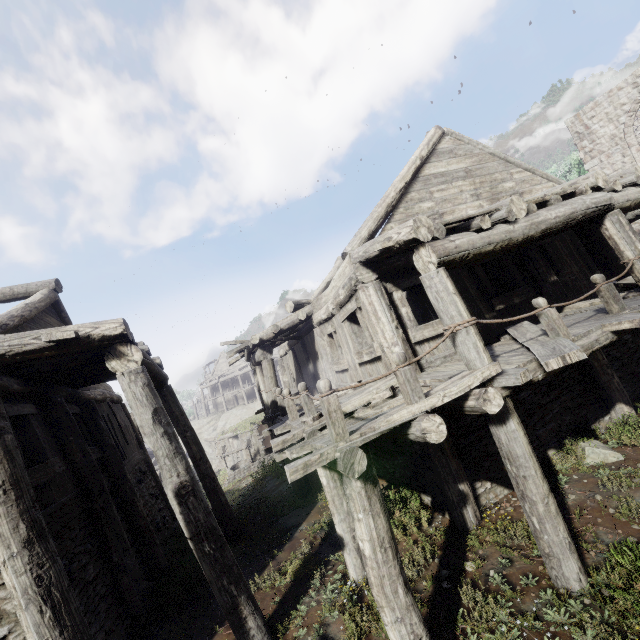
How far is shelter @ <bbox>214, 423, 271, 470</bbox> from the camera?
26.1 meters

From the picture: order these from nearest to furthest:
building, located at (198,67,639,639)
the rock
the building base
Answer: building, located at (198,67,639,639) → the building base → the rock

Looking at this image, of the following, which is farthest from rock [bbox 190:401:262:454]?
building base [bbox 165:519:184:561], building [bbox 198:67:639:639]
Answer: building base [bbox 165:519:184:561]

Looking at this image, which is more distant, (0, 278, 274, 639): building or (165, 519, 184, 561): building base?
(165, 519, 184, 561): building base

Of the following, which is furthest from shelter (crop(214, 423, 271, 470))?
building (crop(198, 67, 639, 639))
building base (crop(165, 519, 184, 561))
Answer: building base (crop(165, 519, 184, 561))

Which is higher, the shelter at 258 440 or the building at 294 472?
the building at 294 472

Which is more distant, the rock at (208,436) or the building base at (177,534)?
the rock at (208,436)

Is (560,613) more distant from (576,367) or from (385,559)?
(576,367)
